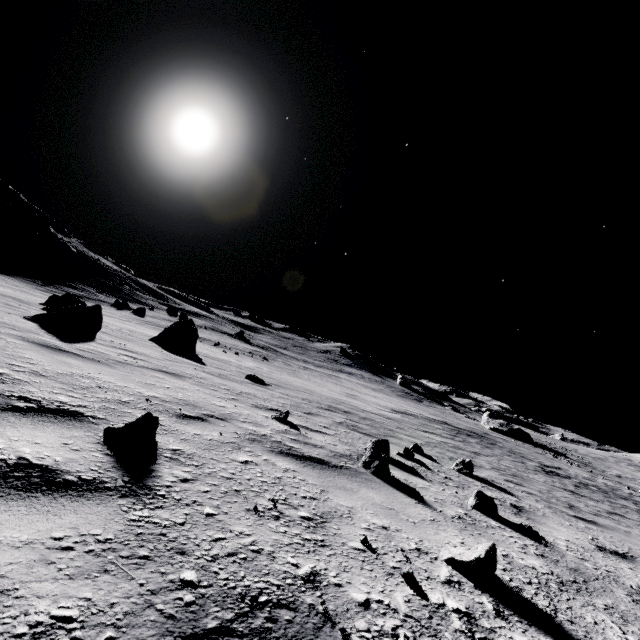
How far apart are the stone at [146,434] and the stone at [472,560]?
2.1 meters

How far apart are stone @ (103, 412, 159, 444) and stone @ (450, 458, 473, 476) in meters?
5.8 m

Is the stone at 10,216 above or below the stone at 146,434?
above

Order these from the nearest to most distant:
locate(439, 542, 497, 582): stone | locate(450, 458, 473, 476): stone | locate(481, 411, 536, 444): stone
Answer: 1. locate(439, 542, 497, 582): stone
2. locate(450, 458, 473, 476): stone
3. locate(481, 411, 536, 444): stone

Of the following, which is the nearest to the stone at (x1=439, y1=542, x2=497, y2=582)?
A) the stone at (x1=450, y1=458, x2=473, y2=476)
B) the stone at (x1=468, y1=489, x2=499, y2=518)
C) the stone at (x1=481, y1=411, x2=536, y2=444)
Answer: the stone at (x1=468, y1=489, x2=499, y2=518)

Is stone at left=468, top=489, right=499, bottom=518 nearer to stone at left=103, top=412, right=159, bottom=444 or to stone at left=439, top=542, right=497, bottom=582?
stone at left=439, top=542, right=497, bottom=582

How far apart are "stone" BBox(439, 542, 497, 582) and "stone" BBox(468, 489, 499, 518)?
1.7m

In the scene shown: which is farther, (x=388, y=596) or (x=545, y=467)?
(x=545, y=467)
